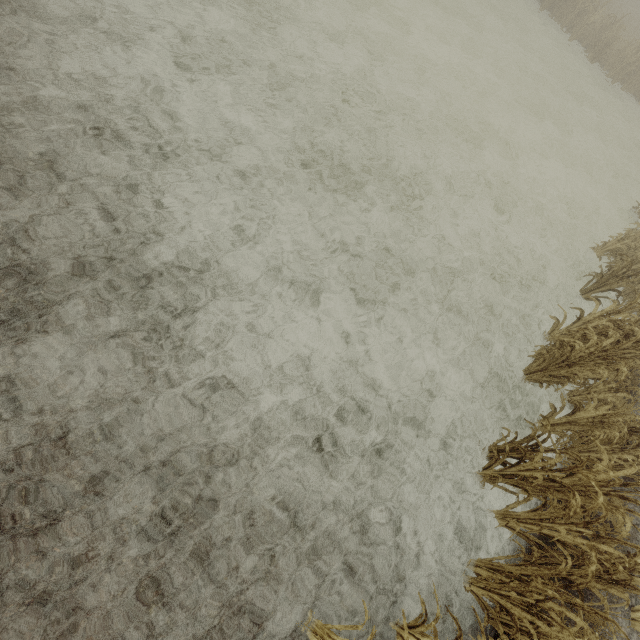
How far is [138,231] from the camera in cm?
412

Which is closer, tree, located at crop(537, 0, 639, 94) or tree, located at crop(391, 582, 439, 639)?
tree, located at crop(391, 582, 439, 639)

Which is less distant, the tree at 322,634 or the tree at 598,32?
the tree at 322,634
